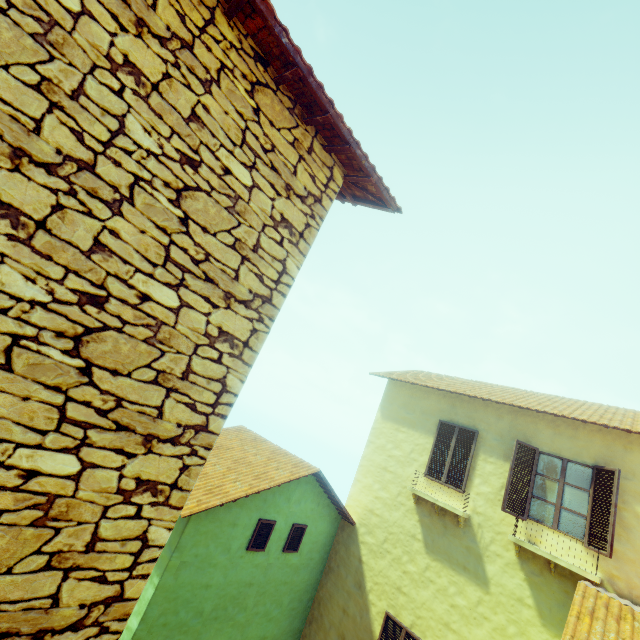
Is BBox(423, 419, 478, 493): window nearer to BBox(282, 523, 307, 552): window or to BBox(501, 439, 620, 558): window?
BBox(501, 439, 620, 558): window

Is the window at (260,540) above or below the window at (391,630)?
above

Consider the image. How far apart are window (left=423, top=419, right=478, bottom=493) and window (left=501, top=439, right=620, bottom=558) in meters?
1.0 m

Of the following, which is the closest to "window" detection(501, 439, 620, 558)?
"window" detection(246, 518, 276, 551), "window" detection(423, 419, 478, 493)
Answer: "window" detection(423, 419, 478, 493)

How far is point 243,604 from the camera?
7.63m

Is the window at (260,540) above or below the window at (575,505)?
below

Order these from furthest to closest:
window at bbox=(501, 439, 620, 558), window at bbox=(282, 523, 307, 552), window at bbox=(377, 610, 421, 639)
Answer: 1. window at bbox=(282, 523, 307, 552)
2. window at bbox=(377, 610, 421, 639)
3. window at bbox=(501, 439, 620, 558)

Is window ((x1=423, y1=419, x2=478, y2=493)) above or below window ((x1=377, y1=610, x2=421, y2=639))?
above
